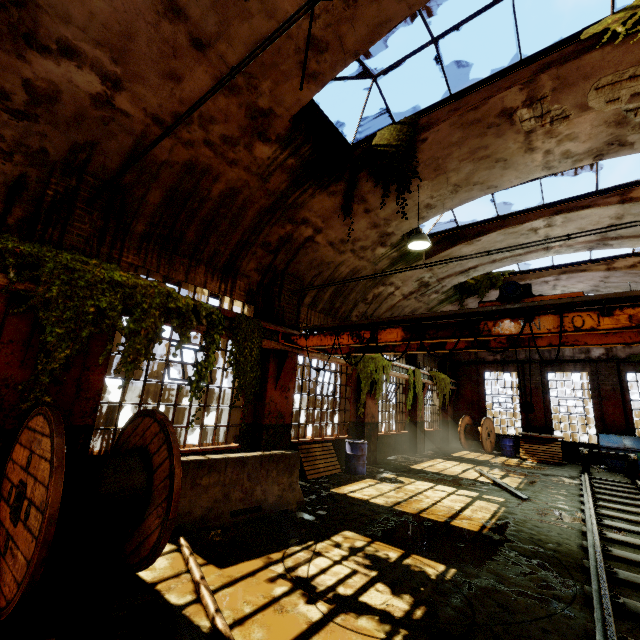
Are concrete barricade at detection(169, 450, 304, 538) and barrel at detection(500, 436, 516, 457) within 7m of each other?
no

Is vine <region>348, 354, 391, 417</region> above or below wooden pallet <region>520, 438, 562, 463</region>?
above

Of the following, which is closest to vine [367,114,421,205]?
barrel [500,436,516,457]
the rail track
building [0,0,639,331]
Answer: building [0,0,639,331]

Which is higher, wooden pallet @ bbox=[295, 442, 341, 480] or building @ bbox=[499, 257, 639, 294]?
building @ bbox=[499, 257, 639, 294]

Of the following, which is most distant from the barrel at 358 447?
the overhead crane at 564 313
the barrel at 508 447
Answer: the barrel at 508 447

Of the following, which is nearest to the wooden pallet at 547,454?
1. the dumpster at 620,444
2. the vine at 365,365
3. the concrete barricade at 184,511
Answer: the dumpster at 620,444

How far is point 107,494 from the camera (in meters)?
3.62

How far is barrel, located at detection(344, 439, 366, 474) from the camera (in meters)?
9.98
